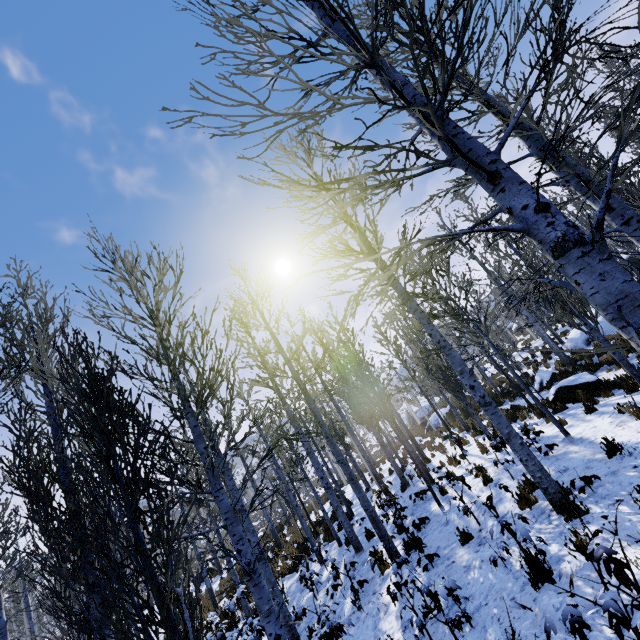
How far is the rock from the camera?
17.3 meters

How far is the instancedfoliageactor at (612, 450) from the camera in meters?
5.8 m

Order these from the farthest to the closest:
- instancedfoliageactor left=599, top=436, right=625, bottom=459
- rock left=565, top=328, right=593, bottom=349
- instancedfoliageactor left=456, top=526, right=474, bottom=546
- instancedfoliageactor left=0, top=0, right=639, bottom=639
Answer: rock left=565, top=328, right=593, bottom=349 → instancedfoliageactor left=456, top=526, right=474, bottom=546 → instancedfoliageactor left=599, top=436, right=625, bottom=459 → instancedfoliageactor left=0, top=0, right=639, bottom=639

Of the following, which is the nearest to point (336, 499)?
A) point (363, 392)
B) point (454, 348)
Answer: point (363, 392)

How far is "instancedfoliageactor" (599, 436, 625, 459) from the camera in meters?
5.8 m

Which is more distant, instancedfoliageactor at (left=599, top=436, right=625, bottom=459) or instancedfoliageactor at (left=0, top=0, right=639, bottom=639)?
instancedfoliageactor at (left=599, top=436, right=625, bottom=459)

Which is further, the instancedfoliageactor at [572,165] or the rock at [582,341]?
the rock at [582,341]
